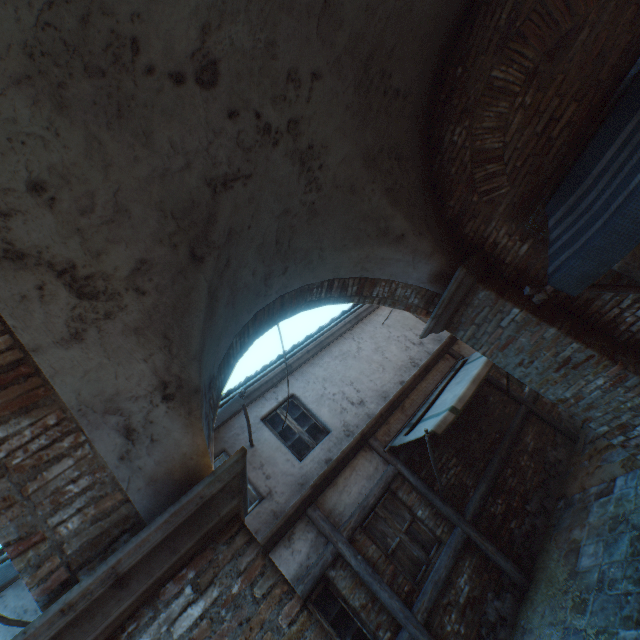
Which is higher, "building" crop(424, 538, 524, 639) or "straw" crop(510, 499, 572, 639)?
"building" crop(424, 538, 524, 639)

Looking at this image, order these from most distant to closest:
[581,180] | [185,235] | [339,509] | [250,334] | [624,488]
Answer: [339,509] → [624,488] → [250,334] → [581,180] → [185,235]

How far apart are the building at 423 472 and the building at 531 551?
0.25m

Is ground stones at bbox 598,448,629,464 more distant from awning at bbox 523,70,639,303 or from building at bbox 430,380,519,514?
awning at bbox 523,70,639,303

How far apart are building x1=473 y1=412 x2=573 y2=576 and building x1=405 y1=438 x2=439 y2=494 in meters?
0.2

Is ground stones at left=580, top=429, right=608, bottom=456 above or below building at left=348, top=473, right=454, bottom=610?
below

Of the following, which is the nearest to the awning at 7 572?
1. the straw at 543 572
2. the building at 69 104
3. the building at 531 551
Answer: the building at 69 104
